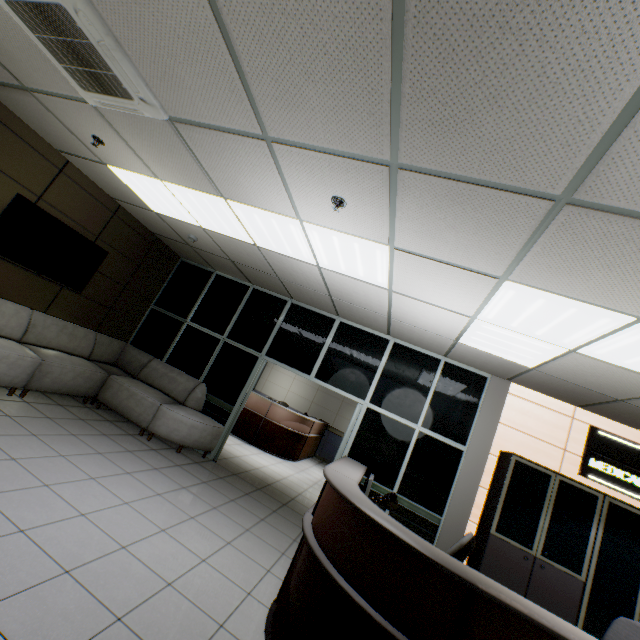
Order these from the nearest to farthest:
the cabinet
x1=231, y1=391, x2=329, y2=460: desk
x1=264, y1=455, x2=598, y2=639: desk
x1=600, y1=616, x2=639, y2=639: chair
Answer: x1=264, y1=455, x2=598, y2=639: desk → x1=600, y1=616, x2=639, y2=639: chair → the cabinet → x1=231, y1=391, x2=329, y2=460: desk

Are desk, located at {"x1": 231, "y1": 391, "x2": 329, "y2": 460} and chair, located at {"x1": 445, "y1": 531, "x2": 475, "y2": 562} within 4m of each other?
no

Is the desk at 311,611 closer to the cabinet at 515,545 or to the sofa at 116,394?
the cabinet at 515,545

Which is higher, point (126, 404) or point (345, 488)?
Answer: point (345, 488)

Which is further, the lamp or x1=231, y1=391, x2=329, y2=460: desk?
x1=231, y1=391, x2=329, y2=460: desk

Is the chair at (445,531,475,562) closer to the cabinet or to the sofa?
the cabinet

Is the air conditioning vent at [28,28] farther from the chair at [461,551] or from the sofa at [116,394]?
the chair at [461,551]

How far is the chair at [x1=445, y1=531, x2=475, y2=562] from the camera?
3.0 meters
